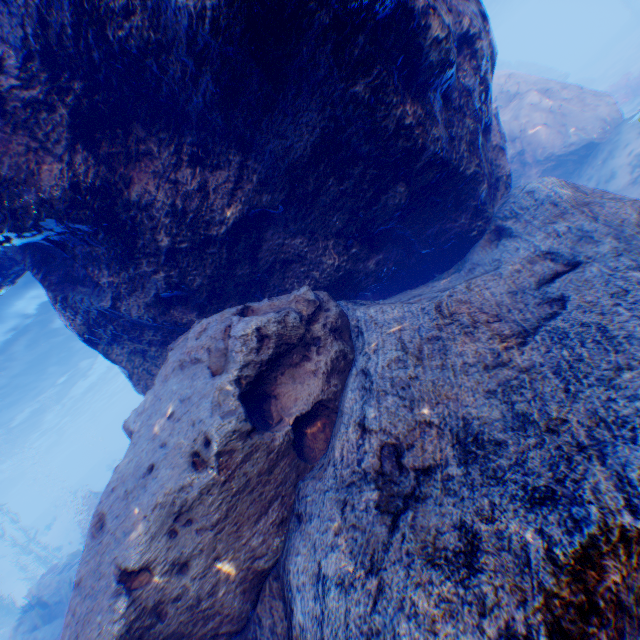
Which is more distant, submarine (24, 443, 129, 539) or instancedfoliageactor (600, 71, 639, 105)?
submarine (24, 443, 129, 539)

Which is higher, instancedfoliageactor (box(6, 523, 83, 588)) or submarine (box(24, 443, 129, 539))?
submarine (box(24, 443, 129, 539))

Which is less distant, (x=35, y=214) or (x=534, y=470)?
(x=534, y=470)

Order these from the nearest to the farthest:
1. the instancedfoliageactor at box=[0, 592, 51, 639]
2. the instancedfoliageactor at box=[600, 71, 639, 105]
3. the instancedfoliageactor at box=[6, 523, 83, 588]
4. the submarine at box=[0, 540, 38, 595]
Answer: the instancedfoliageactor at box=[0, 592, 51, 639]
the instancedfoliageactor at box=[6, 523, 83, 588]
the instancedfoliageactor at box=[600, 71, 639, 105]
the submarine at box=[0, 540, 38, 595]

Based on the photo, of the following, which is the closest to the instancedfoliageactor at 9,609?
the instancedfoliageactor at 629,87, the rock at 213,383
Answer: the rock at 213,383

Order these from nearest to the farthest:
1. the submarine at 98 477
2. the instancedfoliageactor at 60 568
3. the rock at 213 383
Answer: the rock at 213 383, the instancedfoliageactor at 60 568, the submarine at 98 477

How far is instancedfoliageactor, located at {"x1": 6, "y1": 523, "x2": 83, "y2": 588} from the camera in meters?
13.6 m

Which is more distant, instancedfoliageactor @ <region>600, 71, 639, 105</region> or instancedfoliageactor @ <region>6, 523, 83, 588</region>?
instancedfoliageactor @ <region>600, 71, 639, 105</region>
